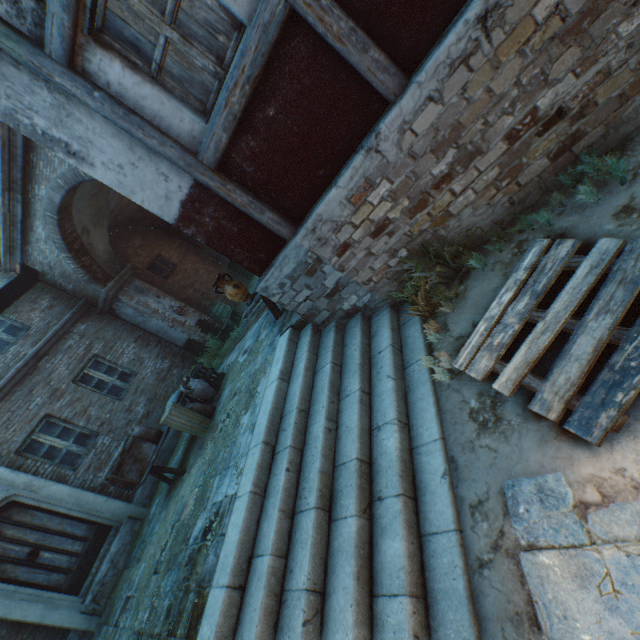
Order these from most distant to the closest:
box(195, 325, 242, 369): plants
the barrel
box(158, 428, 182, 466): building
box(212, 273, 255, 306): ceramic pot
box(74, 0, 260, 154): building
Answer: the barrel
box(195, 325, 242, 369): plants
box(158, 428, 182, 466): building
box(212, 273, 255, 306): ceramic pot
box(74, 0, 260, 154): building

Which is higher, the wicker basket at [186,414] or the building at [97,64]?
the building at [97,64]

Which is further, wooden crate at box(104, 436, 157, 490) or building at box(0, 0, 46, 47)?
wooden crate at box(104, 436, 157, 490)

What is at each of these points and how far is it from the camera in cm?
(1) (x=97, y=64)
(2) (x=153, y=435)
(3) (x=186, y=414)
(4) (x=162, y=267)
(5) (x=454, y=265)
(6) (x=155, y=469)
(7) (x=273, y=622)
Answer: (1) building, 333
(2) burlap sack, 696
(3) wicker basket, 680
(4) window, 1271
(5) plants, 417
(6) table, 679
(7) stairs, 285

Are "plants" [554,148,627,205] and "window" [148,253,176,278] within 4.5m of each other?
no

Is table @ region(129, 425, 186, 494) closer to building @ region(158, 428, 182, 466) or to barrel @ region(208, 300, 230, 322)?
building @ region(158, 428, 182, 466)

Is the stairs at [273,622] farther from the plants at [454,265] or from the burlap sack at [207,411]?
the burlap sack at [207,411]

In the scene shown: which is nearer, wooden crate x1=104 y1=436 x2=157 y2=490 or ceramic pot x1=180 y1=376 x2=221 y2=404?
wooden crate x1=104 y1=436 x2=157 y2=490
